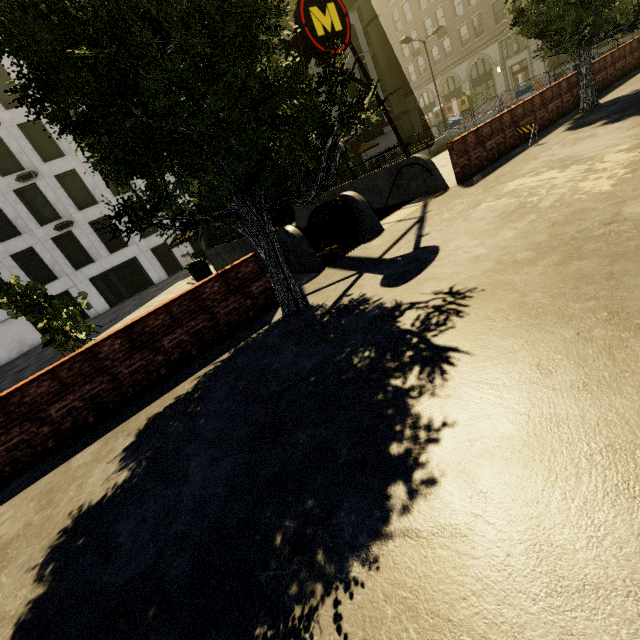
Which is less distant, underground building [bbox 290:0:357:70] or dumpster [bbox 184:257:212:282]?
underground building [bbox 290:0:357:70]

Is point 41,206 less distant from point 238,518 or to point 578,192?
point 238,518

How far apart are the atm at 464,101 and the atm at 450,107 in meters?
0.9 m

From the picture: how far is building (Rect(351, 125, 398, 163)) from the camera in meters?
42.3 m

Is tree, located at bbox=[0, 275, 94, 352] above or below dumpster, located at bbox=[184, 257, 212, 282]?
above

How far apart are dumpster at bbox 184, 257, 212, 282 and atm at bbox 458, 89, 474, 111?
40.6m

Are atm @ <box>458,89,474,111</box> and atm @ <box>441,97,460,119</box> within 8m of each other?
yes

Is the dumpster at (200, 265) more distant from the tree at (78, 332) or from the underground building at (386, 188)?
the tree at (78, 332)
